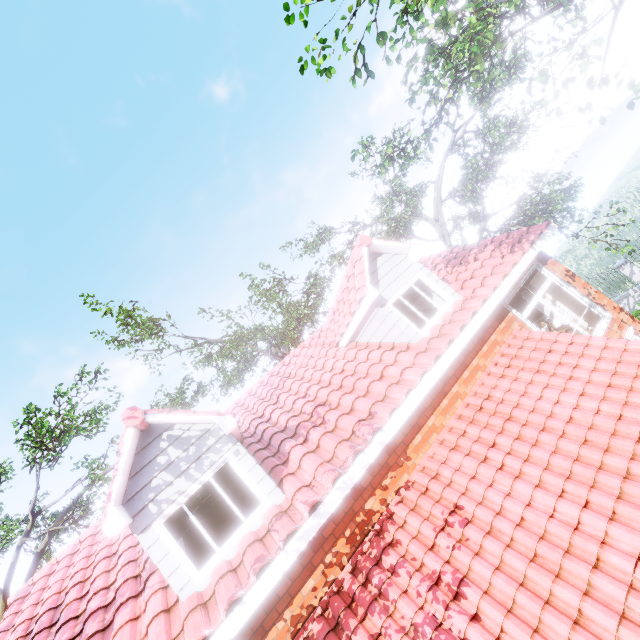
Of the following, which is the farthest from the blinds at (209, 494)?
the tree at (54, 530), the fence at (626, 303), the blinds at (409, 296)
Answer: the fence at (626, 303)

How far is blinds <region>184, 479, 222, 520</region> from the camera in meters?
5.3

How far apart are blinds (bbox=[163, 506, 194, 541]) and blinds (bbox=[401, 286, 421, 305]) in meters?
4.7 m

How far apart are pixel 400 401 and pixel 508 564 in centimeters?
258cm

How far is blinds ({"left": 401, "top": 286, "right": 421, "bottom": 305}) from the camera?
8.0 meters

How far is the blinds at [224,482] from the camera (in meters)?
5.52
